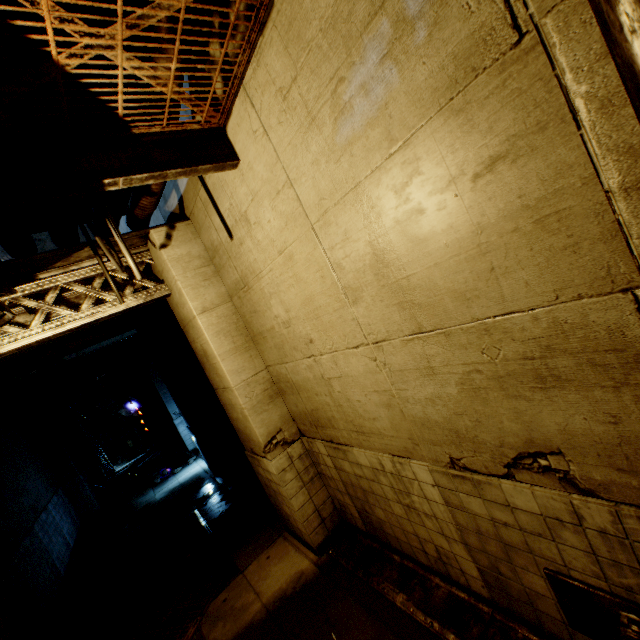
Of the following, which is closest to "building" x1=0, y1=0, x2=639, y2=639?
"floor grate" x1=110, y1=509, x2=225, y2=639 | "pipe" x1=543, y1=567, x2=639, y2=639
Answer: "pipe" x1=543, y1=567, x2=639, y2=639

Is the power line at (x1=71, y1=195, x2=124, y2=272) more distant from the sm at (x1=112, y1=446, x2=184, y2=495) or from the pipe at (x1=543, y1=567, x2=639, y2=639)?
the sm at (x1=112, y1=446, x2=184, y2=495)

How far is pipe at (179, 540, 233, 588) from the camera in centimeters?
669cm

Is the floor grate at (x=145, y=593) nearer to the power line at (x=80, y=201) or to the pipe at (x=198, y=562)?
the pipe at (x=198, y=562)

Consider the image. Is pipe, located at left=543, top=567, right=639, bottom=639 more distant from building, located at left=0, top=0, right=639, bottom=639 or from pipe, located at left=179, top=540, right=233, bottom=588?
pipe, located at left=179, top=540, right=233, bottom=588

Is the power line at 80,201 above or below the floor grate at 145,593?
above

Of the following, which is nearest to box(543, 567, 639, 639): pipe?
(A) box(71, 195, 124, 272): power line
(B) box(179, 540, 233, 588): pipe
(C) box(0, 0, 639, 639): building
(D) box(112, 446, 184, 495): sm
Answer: (C) box(0, 0, 639, 639): building

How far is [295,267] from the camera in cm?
363
